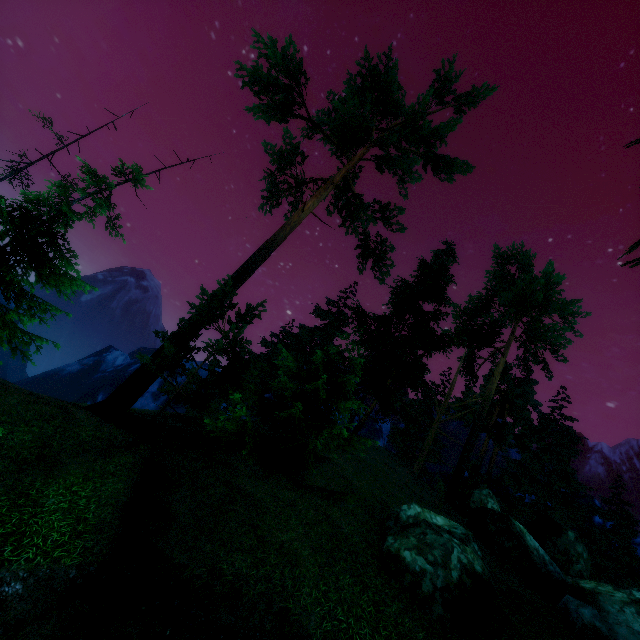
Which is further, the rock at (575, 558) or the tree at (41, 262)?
the rock at (575, 558)

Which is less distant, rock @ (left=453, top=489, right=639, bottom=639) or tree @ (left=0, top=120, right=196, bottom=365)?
tree @ (left=0, top=120, right=196, bottom=365)

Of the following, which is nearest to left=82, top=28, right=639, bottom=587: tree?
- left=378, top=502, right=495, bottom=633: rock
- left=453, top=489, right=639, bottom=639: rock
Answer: left=453, top=489, right=639, bottom=639: rock

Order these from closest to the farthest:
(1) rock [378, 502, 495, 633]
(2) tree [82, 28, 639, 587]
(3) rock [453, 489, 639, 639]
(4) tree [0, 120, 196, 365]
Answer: (1) rock [378, 502, 495, 633] → (4) tree [0, 120, 196, 365] → (3) rock [453, 489, 639, 639] → (2) tree [82, 28, 639, 587]

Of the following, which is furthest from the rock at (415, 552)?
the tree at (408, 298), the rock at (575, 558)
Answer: the tree at (408, 298)

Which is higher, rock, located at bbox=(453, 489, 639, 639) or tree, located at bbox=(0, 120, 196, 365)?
rock, located at bbox=(453, 489, 639, 639)

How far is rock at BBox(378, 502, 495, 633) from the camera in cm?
910

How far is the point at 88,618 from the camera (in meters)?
6.16
